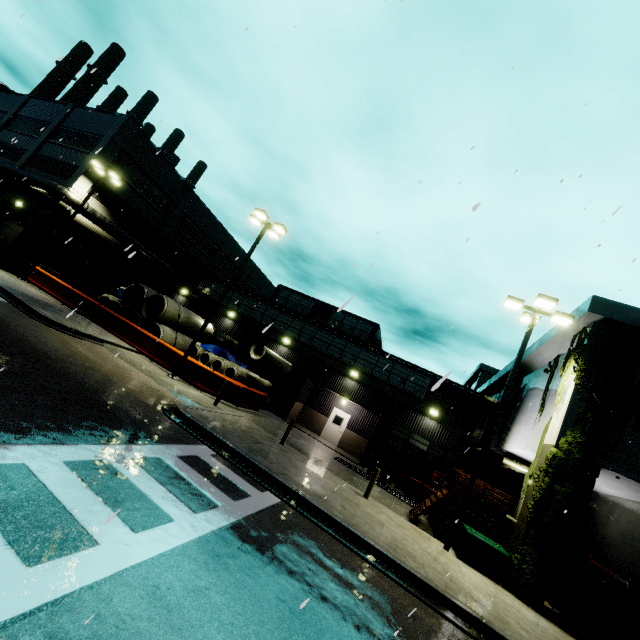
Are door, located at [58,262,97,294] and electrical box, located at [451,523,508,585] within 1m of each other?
no

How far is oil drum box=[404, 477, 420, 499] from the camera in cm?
1900

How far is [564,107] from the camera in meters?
11.2 m

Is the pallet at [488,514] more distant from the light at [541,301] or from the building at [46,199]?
the light at [541,301]

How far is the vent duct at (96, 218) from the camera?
24.95m

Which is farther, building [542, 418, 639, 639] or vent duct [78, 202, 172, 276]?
vent duct [78, 202, 172, 276]

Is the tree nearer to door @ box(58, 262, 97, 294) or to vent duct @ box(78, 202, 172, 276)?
vent duct @ box(78, 202, 172, 276)

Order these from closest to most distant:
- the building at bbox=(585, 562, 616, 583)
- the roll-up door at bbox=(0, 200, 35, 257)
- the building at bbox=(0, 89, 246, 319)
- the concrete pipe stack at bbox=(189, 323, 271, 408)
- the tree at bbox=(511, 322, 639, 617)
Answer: the tree at bbox=(511, 322, 639, 617)
the building at bbox=(585, 562, 616, 583)
the concrete pipe stack at bbox=(189, 323, 271, 408)
the roll-up door at bbox=(0, 200, 35, 257)
the building at bbox=(0, 89, 246, 319)
